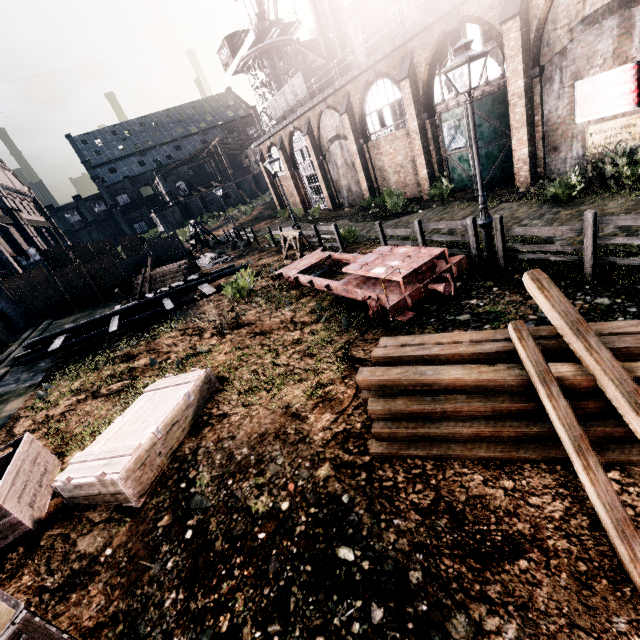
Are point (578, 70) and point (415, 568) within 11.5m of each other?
no

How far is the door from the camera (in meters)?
31.08

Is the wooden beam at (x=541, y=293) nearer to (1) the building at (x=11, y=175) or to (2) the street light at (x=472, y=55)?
(2) the street light at (x=472, y=55)

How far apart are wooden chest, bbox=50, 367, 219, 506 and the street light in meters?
8.6 m

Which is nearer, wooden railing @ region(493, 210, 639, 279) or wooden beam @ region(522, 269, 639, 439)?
wooden beam @ region(522, 269, 639, 439)

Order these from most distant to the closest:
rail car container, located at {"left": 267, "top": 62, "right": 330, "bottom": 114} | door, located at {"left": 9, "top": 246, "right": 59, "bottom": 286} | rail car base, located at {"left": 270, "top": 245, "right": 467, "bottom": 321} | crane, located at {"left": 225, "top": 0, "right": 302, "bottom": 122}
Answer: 1. crane, located at {"left": 225, "top": 0, "right": 302, "bottom": 122}
2. door, located at {"left": 9, "top": 246, "right": 59, "bottom": 286}
3. rail car container, located at {"left": 267, "top": 62, "right": 330, "bottom": 114}
4. rail car base, located at {"left": 270, "top": 245, "right": 467, "bottom": 321}

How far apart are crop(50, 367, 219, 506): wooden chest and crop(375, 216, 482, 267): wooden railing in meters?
8.3

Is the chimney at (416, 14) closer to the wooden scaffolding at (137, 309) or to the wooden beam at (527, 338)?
the wooden scaffolding at (137, 309)
